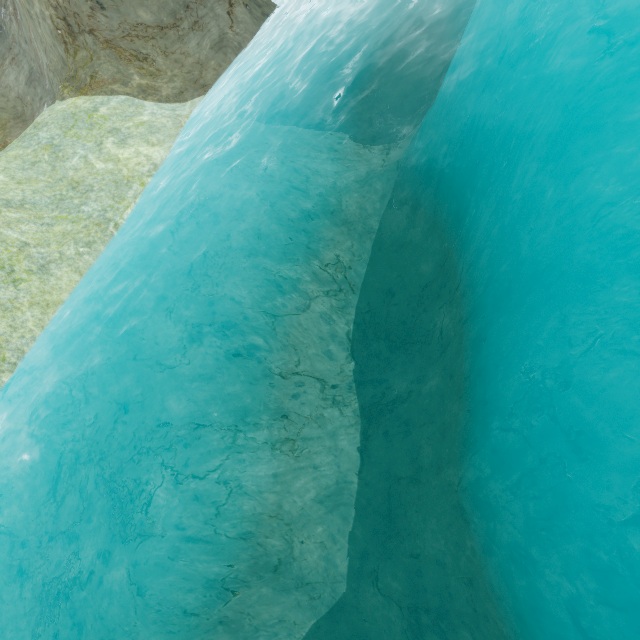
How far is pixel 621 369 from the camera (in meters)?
3.28
